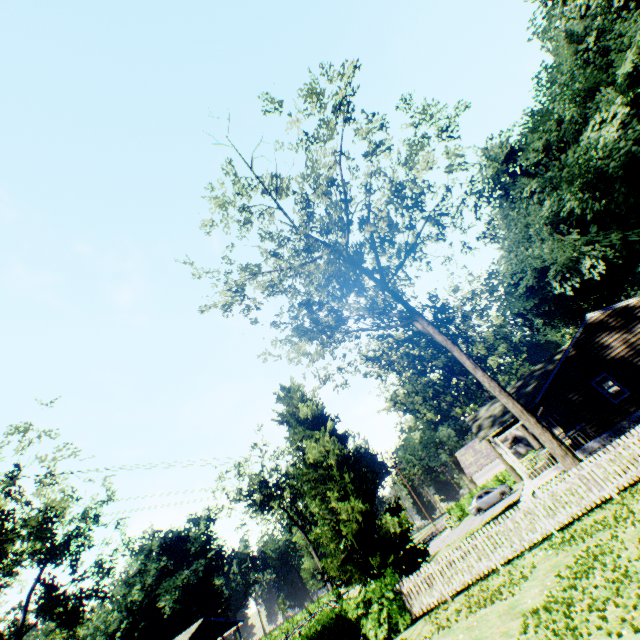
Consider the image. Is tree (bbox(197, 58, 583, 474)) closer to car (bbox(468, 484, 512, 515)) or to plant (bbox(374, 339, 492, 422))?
plant (bbox(374, 339, 492, 422))

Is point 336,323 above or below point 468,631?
above

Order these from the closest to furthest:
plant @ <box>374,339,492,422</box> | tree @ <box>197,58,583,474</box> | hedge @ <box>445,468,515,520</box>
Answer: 1. tree @ <box>197,58,583,474</box>
2. hedge @ <box>445,468,515,520</box>
3. plant @ <box>374,339,492,422</box>

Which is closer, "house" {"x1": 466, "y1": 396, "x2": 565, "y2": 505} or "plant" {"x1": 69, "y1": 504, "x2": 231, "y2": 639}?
"house" {"x1": 466, "y1": 396, "x2": 565, "y2": 505}

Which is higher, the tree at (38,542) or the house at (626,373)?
the tree at (38,542)

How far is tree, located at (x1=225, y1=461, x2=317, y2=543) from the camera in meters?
44.0 m

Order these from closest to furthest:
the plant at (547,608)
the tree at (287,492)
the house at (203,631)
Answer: the plant at (547,608) → the house at (203,631) → the tree at (287,492)

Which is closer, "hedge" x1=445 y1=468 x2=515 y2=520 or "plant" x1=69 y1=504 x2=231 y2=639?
"hedge" x1=445 y1=468 x2=515 y2=520
